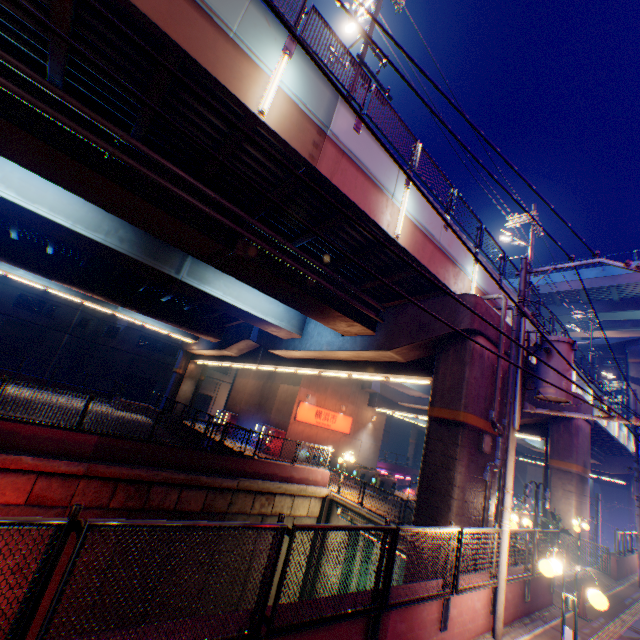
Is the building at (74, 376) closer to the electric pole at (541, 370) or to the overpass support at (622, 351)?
the overpass support at (622, 351)

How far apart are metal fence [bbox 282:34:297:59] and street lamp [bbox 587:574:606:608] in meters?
12.1 m

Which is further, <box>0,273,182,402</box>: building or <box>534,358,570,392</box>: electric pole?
<box>0,273,182,402</box>: building

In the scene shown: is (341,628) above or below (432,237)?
below

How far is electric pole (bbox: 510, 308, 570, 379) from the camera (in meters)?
8.14

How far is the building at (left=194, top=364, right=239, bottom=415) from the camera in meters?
47.3 m

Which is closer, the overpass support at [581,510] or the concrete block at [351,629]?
the concrete block at [351,629]

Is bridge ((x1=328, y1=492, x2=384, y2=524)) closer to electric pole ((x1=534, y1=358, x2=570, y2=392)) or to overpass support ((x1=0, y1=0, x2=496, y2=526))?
overpass support ((x1=0, y1=0, x2=496, y2=526))
